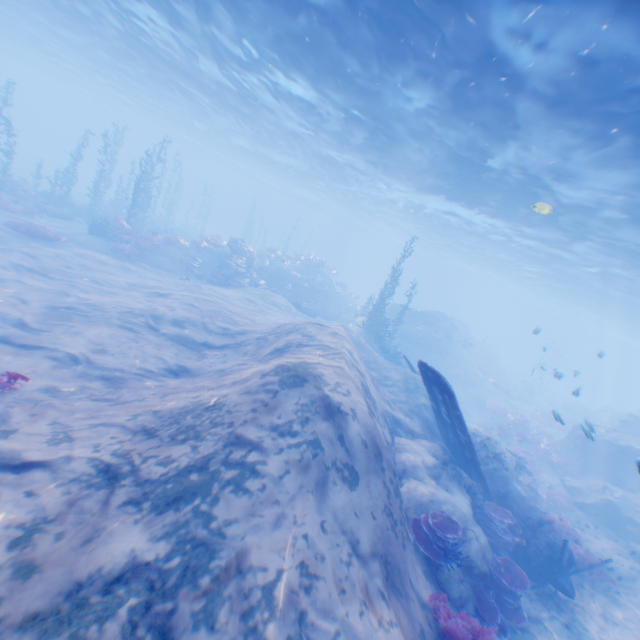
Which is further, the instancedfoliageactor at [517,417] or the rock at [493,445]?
the instancedfoliageactor at [517,417]

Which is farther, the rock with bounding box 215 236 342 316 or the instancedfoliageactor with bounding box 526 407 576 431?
the rock with bounding box 215 236 342 316

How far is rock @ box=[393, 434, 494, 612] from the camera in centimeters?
727cm

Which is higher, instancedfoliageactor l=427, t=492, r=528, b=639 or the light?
the light

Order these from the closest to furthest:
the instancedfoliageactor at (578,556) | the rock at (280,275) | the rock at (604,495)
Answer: the instancedfoliageactor at (578,556)
the rock at (604,495)
the rock at (280,275)

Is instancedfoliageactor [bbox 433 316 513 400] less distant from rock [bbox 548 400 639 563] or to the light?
rock [bbox 548 400 639 563]

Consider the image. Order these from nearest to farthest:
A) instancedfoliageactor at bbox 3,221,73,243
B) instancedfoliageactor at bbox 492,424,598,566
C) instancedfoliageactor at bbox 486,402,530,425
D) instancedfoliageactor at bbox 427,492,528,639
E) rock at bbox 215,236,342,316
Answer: instancedfoliageactor at bbox 427,492,528,639
instancedfoliageactor at bbox 492,424,598,566
instancedfoliageactor at bbox 3,221,73,243
instancedfoliageactor at bbox 486,402,530,425
rock at bbox 215,236,342,316

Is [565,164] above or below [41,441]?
above
